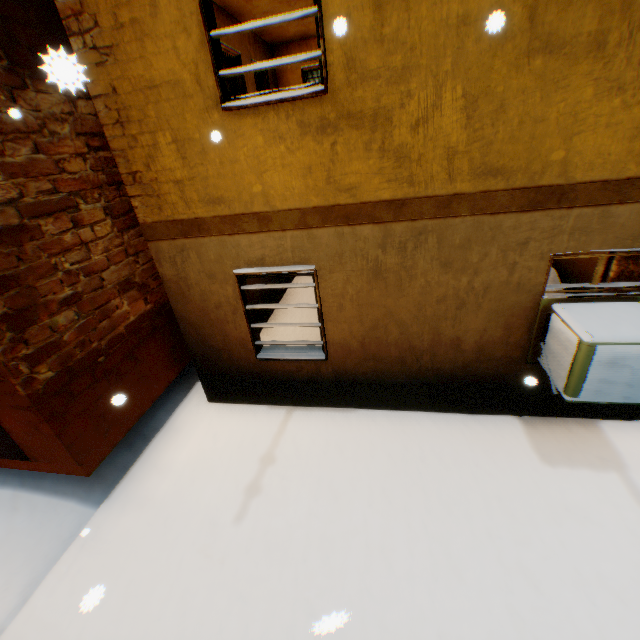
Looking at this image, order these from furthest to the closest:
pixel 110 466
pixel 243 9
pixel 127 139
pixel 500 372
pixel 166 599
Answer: pixel 243 9 < pixel 110 466 < pixel 500 372 < pixel 127 139 < pixel 166 599
